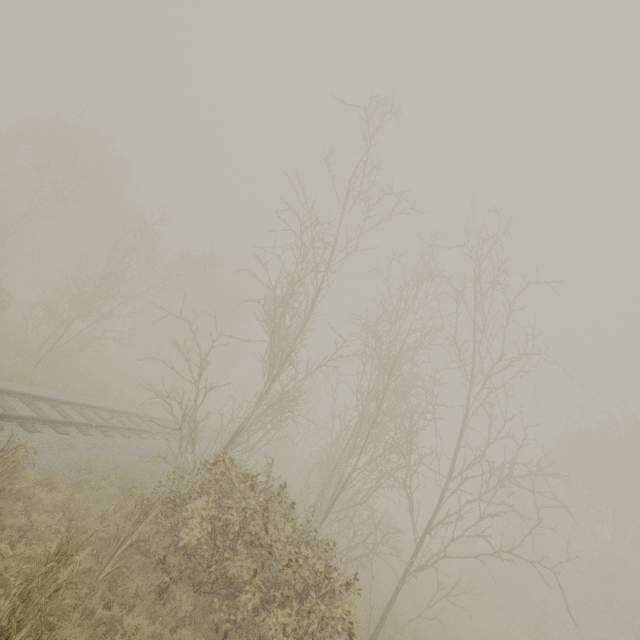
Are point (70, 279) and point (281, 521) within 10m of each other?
no
